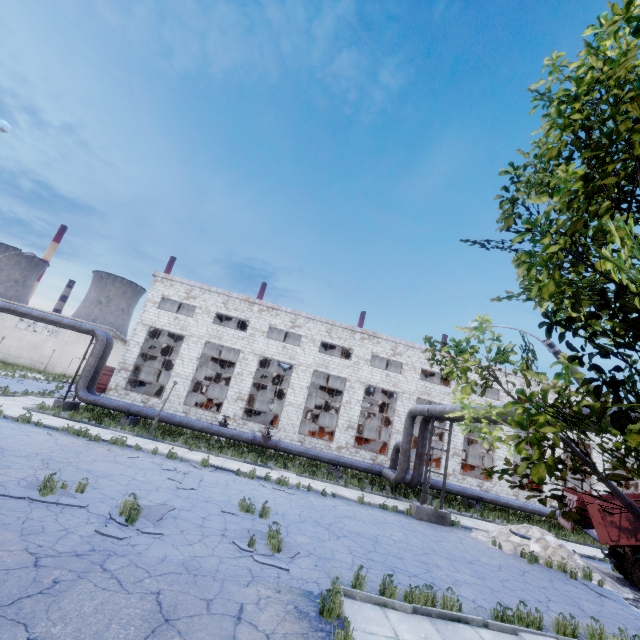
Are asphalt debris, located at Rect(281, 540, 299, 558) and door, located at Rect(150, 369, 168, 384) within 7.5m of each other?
no

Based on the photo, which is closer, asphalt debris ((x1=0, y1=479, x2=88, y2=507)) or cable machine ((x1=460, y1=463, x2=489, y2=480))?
asphalt debris ((x1=0, y1=479, x2=88, y2=507))

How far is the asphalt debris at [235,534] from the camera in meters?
7.5

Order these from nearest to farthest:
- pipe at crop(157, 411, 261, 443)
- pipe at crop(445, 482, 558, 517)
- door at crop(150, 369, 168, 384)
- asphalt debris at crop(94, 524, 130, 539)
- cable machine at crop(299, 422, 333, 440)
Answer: asphalt debris at crop(94, 524, 130, 539), pipe at crop(157, 411, 261, 443), pipe at crop(445, 482, 558, 517), cable machine at crop(299, 422, 333, 440), door at crop(150, 369, 168, 384)

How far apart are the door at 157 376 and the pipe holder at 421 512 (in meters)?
28.72

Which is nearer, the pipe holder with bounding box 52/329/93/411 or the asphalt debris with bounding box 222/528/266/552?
the asphalt debris with bounding box 222/528/266/552

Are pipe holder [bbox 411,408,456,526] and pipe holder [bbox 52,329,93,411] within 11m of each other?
no

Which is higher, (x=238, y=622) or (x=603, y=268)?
(x=603, y=268)
